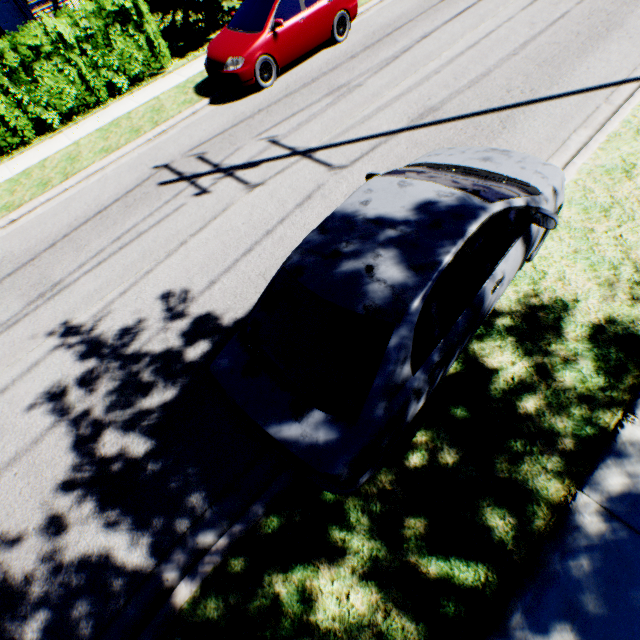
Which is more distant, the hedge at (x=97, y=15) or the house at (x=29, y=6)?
the house at (x=29, y=6)

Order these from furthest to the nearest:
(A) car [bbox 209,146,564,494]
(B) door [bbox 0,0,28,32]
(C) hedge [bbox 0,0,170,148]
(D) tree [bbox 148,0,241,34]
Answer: (B) door [bbox 0,0,28,32], (D) tree [bbox 148,0,241,34], (C) hedge [bbox 0,0,170,148], (A) car [bbox 209,146,564,494]

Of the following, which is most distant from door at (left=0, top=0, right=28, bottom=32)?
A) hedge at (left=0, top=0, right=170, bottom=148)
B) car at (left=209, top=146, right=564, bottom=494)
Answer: car at (left=209, top=146, right=564, bottom=494)

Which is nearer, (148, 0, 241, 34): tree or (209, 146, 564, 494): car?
(209, 146, 564, 494): car

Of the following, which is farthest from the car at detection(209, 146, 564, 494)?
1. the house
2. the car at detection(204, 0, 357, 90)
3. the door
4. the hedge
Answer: the door

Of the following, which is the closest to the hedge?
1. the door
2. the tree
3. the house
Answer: the tree

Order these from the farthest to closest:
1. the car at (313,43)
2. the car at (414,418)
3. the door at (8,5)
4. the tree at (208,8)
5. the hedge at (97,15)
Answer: the door at (8,5)
the tree at (208,8)
the hedge at (97,15)
the car at (313,43)
the car at (414,418)

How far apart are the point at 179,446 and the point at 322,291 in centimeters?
274cm
